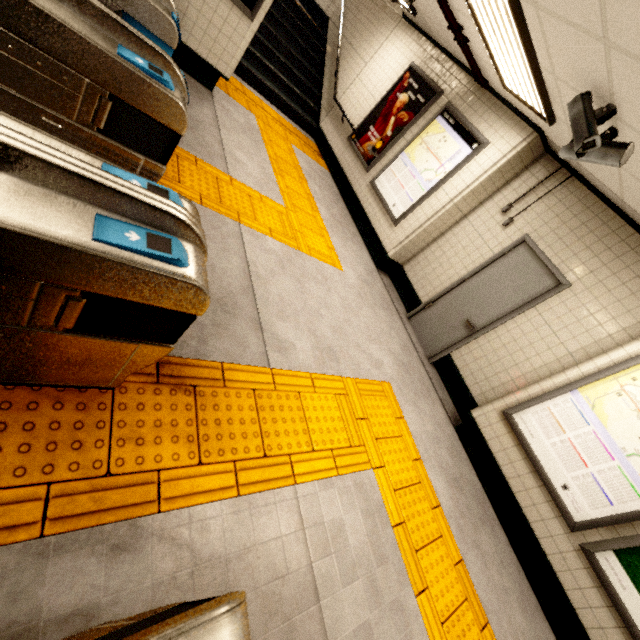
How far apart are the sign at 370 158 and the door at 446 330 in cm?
298

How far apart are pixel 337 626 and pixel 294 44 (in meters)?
10.55

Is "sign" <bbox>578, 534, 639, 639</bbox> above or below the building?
below

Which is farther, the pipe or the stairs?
the stairs

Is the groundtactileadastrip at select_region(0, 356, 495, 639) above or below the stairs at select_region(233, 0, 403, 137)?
below

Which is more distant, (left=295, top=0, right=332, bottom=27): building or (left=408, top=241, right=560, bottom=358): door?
(left=295, top=0, right=332, bottom=27): building

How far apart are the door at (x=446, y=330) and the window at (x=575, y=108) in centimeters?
193cm

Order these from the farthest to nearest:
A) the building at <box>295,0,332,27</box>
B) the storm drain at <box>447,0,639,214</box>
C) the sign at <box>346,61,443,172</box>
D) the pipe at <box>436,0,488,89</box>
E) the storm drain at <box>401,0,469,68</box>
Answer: the building at <box>295,0,332,27</box>
the sign at <box>346,61,443,172</box>
the storm drain at <box>401,0,469,68</box>
the pipe at <box>436,0,488,89</box>
the storm drain at <box>447,0,639,214</box>
